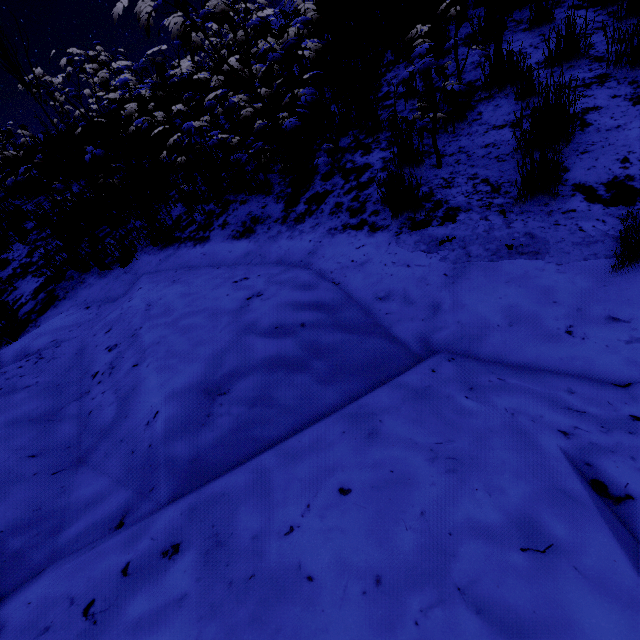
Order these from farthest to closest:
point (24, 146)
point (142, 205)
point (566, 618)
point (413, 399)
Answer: point (24, 146), point (142, 205), point (413, 399), point (566, 618)
